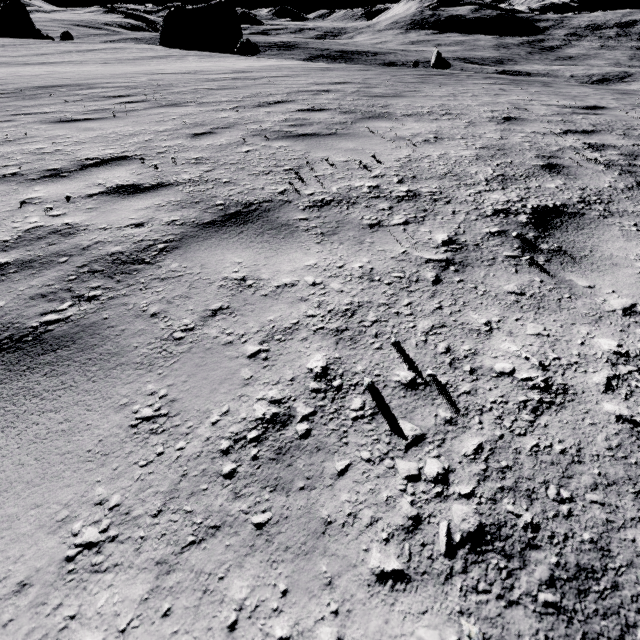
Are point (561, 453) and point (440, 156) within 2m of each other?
no

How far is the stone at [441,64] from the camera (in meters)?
38.47

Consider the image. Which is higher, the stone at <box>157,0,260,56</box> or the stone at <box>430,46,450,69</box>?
the stone at <box>157,0,260,56</box>

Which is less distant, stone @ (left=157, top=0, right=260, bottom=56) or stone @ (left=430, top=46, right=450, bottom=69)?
stone @ (left=430, top=46, right=450, bottom=69)

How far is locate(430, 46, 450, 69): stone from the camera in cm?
3847

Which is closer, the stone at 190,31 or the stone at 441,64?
the stone at 441,64
